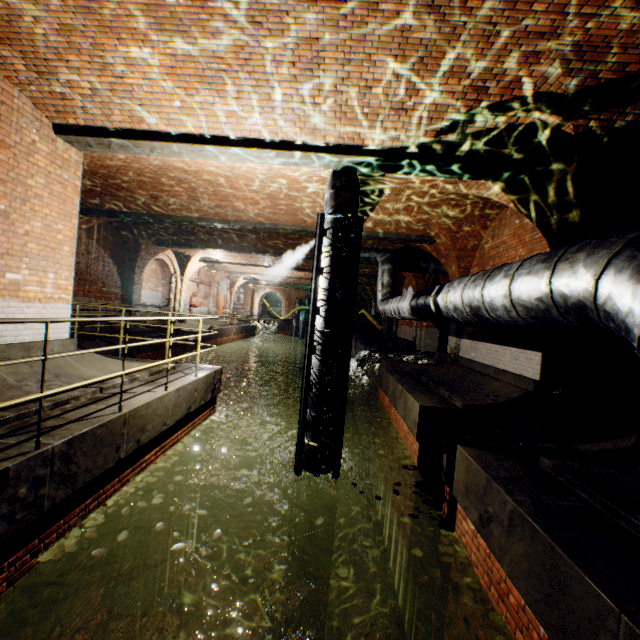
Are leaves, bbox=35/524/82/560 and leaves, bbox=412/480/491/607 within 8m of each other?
yes

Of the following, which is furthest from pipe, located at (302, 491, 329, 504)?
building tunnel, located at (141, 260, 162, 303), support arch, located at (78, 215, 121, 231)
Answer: building tunnel, located at (141, 260, 162, 303)

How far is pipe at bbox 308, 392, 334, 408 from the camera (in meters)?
5.59

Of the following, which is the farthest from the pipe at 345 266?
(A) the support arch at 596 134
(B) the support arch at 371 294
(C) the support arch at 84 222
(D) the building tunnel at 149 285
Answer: (B) the support arch at 371 294

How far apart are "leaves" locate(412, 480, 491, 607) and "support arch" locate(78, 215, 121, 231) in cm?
1178

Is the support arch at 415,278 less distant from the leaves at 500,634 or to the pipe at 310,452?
the pipe at 310,452

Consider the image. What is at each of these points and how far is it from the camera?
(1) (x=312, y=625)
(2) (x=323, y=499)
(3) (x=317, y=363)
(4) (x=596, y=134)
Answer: (1) pipe, 5.7 meters
(2) pipe, 5.7 meters
(3) pipe, 5.6 meters
(4) support arch, 4.3 meters
